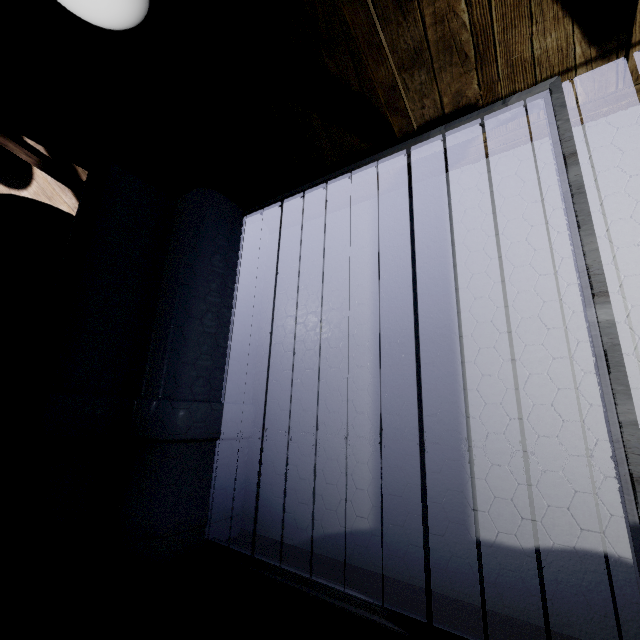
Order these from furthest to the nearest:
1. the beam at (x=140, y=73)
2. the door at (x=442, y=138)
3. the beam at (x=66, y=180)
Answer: the beam at (x=66, y=180) < the beam at (x=140, y=73) < the door at (x=442, y=138)

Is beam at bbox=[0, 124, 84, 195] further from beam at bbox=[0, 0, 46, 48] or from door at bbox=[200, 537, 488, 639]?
door at bbox=[200, 537, 488, 639]

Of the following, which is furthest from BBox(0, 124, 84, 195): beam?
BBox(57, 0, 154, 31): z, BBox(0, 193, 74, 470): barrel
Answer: BBox(57, 0, 154, 31): z

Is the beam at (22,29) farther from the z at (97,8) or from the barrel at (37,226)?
the barrel at (37,226)

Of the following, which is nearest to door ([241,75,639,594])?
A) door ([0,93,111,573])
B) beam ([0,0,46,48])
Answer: beam ([0,0,46,48])

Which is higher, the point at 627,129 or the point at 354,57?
the point at 354,57

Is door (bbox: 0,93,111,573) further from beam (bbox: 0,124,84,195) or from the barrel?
the barrel
